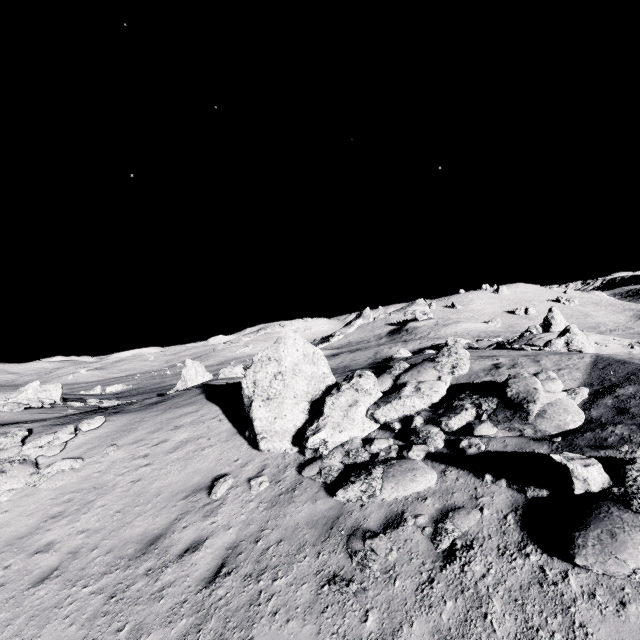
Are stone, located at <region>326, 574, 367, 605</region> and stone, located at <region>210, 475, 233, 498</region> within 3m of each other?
no

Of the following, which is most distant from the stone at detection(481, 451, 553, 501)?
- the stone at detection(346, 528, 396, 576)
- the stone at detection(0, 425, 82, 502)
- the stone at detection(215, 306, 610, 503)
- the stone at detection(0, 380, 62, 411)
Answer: the stone at detection(0, 380, 62, 411)

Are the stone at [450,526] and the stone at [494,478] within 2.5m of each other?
yes

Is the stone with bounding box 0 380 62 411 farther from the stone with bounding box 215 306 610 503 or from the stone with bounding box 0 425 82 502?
the stone with bounding box 215 306 610 503

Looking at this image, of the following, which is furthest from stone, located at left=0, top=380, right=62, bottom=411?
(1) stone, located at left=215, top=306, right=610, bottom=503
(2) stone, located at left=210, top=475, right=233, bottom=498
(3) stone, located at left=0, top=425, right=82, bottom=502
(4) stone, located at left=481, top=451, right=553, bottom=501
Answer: (4) stone, located at left=481, top=451, right=553, bottom=501

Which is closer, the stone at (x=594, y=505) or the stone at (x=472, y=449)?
the stone at (x=594, y=505)

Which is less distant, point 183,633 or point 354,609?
point 354,609

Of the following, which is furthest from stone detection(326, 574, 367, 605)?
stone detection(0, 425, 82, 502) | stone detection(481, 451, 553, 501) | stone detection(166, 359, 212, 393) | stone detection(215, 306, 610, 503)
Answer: stone detection(166, 359, 212, 393)
